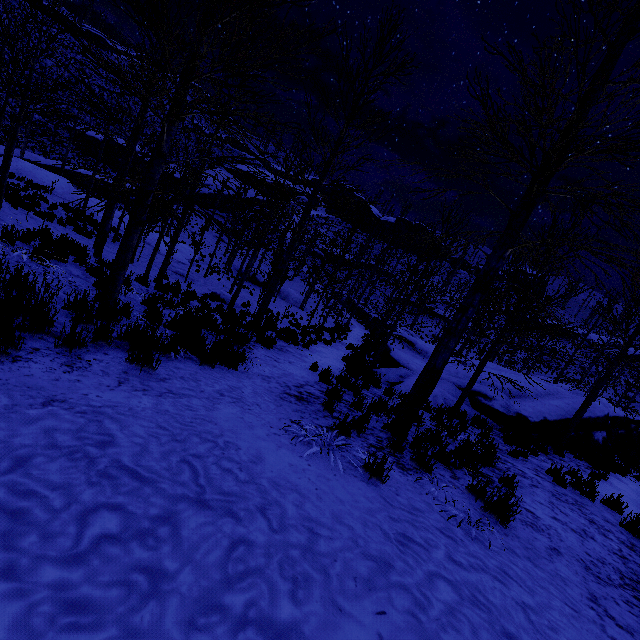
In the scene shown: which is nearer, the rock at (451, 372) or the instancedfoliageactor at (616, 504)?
the instancedfoliageactor at (616, 504)

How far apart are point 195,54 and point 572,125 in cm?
542

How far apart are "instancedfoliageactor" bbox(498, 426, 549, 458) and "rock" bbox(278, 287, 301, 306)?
27.59m

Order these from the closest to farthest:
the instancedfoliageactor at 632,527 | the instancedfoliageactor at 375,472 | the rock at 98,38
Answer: the instancedfoliageactor at 375,472 < the instancedfoliageactor at 632,527 < the rock at 98,38

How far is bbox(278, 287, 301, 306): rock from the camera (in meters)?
37.02

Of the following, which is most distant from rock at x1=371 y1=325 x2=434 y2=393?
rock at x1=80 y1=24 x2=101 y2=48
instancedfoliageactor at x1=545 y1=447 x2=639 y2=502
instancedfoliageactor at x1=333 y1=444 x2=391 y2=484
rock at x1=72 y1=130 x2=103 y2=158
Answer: rock at x1=80 y1=24 x2=101 y2=48

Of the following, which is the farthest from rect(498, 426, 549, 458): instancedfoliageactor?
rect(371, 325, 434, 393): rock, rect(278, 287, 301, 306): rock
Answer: rect(278, 287, 301, 306): rock

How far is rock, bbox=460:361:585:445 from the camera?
13.09m
